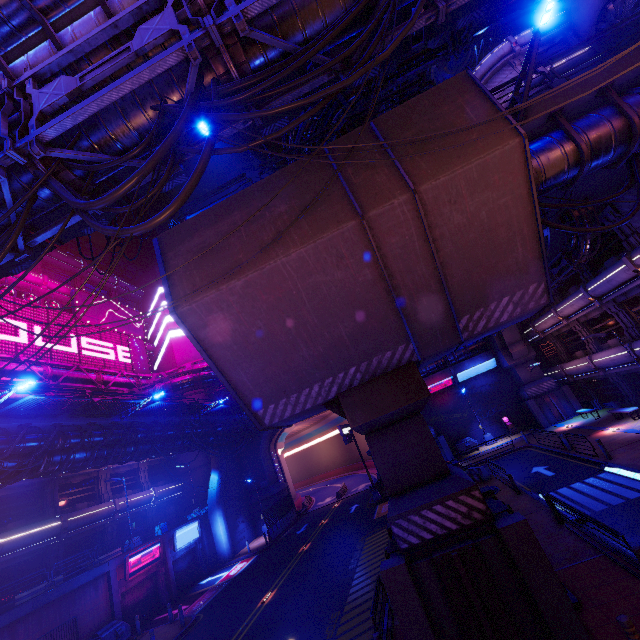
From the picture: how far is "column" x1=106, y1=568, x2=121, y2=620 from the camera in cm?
2116

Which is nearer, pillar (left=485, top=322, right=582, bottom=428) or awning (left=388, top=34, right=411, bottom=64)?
awning (left=388, top=34, right=411, bottom=64)

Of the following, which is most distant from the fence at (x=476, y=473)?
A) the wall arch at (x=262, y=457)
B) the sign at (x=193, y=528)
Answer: the sign at (x=193, y=528)

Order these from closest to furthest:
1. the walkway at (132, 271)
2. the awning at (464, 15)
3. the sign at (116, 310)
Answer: the awning at (464, 15) → the sign at (116, 310) → the walkway at (132, 271)

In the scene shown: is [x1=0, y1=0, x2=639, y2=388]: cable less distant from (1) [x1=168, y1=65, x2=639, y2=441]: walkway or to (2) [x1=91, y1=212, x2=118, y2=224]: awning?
(1) [x1=168, y1=65, x2=639, y2=441]: walkway

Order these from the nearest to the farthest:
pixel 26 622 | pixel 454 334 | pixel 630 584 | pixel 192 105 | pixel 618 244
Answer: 1. pixel 192 105
2. pixel 630 584
3. pixel 454 334
4. pixel 26 622
5. pixel 618 244

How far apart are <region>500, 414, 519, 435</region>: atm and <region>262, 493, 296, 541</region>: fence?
25.7 meters

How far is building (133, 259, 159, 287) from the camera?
49.2 meters
